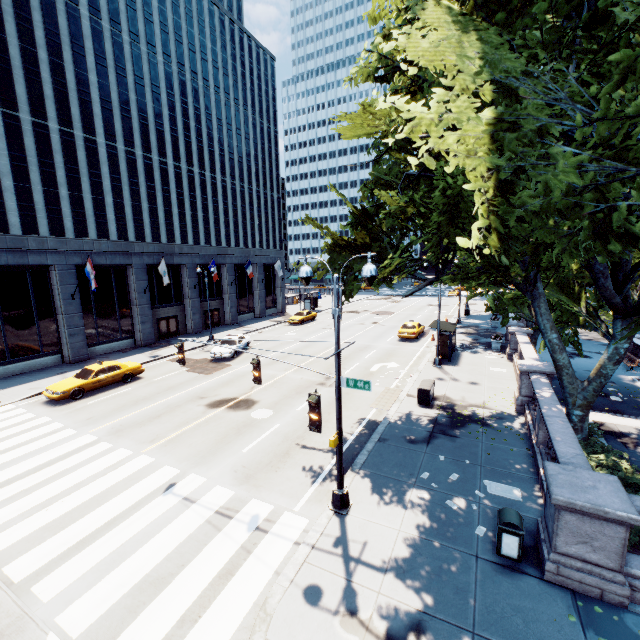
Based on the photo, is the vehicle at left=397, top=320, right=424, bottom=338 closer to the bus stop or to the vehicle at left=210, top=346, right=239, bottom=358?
the bus stop

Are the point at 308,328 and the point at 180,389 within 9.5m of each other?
no

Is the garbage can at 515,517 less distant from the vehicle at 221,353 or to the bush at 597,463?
the bush at 597,463

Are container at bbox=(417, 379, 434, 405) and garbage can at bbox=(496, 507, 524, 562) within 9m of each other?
yes

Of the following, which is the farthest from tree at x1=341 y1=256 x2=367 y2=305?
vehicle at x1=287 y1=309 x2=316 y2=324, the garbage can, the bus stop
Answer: vehicle at x1=287 y1=309 x2=316 y2=324

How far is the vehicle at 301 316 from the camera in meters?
40.3 m

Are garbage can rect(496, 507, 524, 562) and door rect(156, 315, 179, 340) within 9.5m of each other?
no

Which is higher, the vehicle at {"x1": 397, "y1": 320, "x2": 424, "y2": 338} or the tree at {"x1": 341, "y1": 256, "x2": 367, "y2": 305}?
the tree at {"x1": 341, "y1": 256, "x2": 367, "y2": 305}
